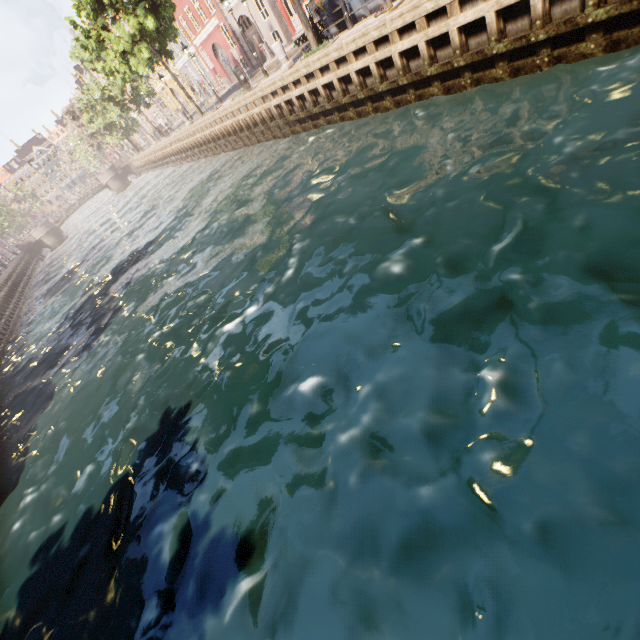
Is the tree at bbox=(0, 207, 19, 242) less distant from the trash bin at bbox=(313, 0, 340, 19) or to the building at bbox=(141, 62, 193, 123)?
the trash bin at bbox=(313, 0, 340, 19)

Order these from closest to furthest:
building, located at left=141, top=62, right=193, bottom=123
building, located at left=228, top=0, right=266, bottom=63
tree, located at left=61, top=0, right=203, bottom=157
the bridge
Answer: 1. tree, located at left=61, top=0, right=203, bottom=157
2. building, located at left=228, top=0, right=266, bottom=63
3. building, located at left=141, top=62, right=193, bottom=123
4. the bridge

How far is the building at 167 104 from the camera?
42.34m

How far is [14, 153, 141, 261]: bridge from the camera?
46.2 meters

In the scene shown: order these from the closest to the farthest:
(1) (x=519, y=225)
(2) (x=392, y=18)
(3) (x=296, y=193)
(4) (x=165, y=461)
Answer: (1) (x=519, y=225) → (4) (x=165, y=461) → (2) (x=392, y=18) → (3) (x=296, y=193)

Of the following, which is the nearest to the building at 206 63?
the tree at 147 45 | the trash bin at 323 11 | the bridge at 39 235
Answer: the tree at 147 45

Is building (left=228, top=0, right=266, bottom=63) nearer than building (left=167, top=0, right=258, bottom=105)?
Yes
